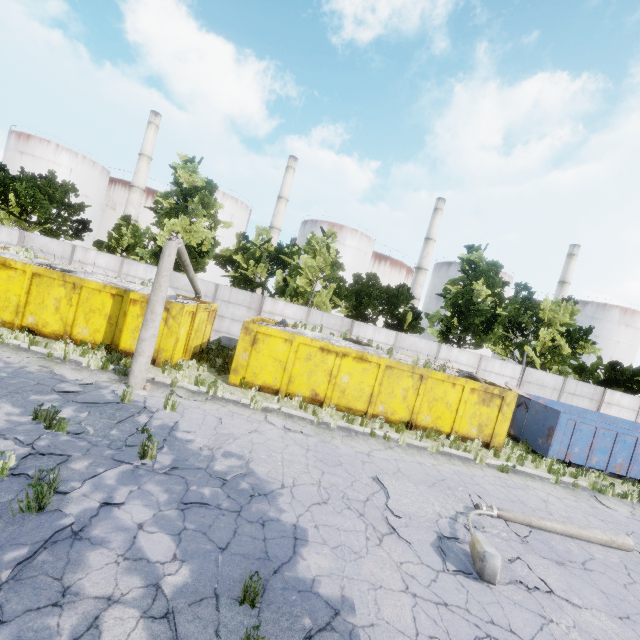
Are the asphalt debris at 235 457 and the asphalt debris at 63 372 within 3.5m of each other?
no

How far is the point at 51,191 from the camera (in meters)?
21.55

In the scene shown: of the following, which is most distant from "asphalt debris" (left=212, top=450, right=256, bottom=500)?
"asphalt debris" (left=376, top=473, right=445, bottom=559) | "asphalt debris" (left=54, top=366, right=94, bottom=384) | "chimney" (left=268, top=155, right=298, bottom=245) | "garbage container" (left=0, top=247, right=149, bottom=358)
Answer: "chimney" (left=268, top=155, right=298, bottom=245)

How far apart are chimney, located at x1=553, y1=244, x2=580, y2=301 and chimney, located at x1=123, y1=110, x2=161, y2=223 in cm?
6749

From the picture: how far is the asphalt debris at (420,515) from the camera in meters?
6.1

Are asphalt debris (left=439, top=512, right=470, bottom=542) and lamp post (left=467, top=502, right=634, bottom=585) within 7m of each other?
yes

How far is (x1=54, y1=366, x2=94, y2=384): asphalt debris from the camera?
9.2m

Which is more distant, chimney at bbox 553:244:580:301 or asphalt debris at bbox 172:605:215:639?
chimney at bbox 553:244:580:301
